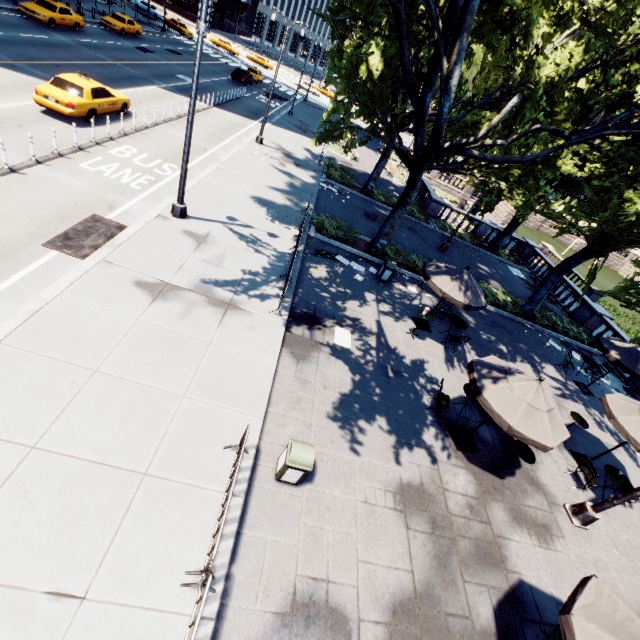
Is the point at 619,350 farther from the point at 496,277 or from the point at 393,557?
the point at 393,557

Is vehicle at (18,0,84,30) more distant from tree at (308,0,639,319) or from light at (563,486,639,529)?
light at (563,486,639,529)

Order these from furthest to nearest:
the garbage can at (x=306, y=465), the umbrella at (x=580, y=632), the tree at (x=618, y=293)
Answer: the tree at (x=618, y=293)
the garbage can at (x=306, y=465)
the umbrella at (x=580, y=632)

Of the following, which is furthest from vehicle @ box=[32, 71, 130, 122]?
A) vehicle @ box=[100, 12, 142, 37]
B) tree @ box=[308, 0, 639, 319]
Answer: vehicle @ box=[100, 12, 142, 37]

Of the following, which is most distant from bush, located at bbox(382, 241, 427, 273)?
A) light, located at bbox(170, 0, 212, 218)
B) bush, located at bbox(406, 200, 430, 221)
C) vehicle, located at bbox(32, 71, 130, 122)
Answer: vehicle, located at bbox(32, 71, 130, 122)

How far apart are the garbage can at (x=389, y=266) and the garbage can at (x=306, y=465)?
10.2m

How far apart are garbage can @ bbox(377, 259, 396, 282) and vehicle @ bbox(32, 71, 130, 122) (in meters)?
15.68

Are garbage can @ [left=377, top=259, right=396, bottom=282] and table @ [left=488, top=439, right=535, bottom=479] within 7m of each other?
no
